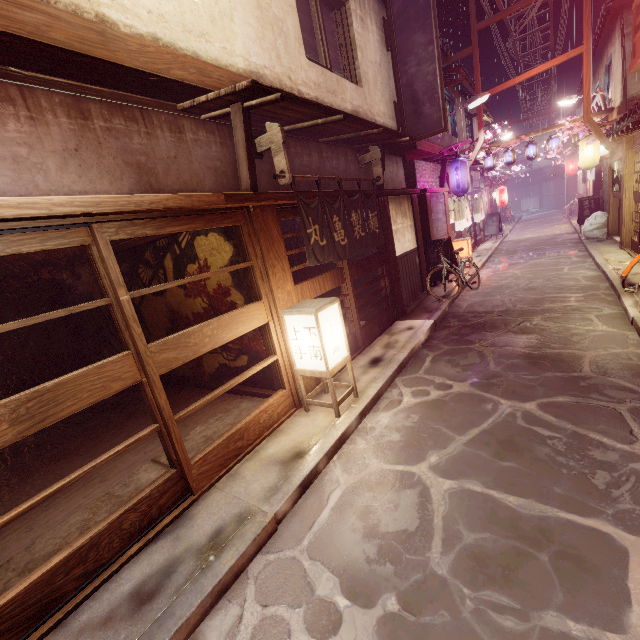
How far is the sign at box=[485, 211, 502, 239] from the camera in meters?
32.7 m

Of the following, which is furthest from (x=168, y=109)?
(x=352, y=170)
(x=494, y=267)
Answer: (x=494, y=267)

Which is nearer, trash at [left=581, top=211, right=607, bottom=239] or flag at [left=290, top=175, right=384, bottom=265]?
flag at [left=290, top=175, right=384, bottom=265]

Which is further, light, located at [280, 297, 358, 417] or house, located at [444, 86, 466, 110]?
house, located at [444, 86, 466, 110]

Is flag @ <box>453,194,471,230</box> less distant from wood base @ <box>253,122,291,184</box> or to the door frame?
wood base @ <box>253,122,291,184</box>

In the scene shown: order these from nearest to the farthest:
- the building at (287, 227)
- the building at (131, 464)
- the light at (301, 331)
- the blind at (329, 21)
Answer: the building at (131, 464)
the light at (301, 331)
the blind at (329, 21)
the building at (287, 227)

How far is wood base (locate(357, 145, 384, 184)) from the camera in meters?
11.8 m

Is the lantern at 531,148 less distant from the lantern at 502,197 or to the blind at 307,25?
the lantern at 502,197
